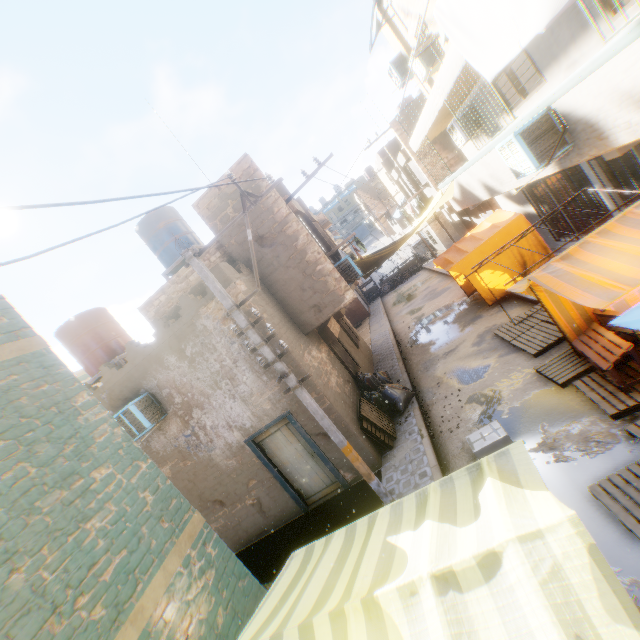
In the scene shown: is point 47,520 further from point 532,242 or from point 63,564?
point 532,242

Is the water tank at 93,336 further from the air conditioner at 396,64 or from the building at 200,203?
the air conditioner at 396,64

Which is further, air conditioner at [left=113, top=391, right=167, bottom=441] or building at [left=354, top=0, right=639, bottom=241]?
air conditioner at [left=113, top=391, right=167, bottom=441]

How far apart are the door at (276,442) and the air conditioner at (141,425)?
0.74m

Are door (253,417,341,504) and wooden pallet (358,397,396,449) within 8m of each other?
yes

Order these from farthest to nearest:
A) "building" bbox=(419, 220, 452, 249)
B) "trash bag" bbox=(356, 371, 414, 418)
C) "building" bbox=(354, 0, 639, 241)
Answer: "building" bbox=(419, 220, 452, 249) → "trash bag" bbox=(356, 371, 414, 418) → "building" bbox=(354, 0, 639, 241)

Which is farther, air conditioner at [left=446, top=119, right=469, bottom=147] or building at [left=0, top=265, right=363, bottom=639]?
air conditioner at [left=446, top=119, right=469, bottom=147]

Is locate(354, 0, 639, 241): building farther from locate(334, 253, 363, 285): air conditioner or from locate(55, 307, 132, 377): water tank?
locate(55, 307, 132, 377): water tank
